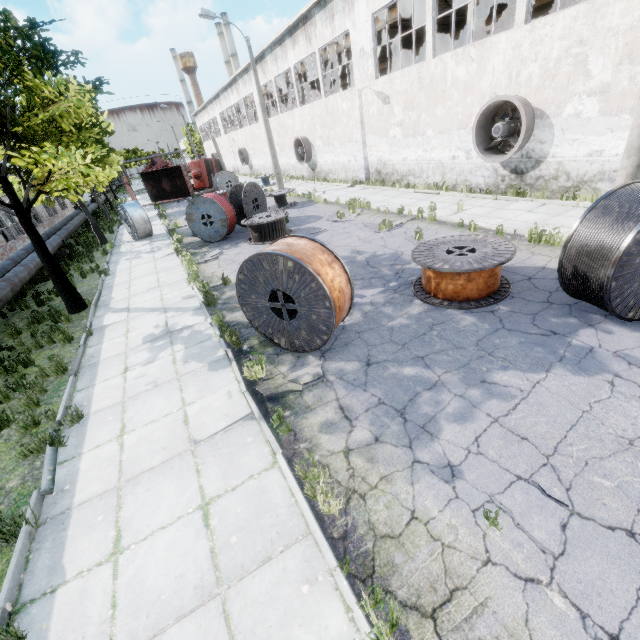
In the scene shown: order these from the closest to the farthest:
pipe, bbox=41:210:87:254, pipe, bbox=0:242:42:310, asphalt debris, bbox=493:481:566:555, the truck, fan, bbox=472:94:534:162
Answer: →
1. asphalt debris, bbox=493:481:566:555
2. pipe, bbox=0:242:42:310
3. fan, bbox=472:94:534:162
4. pipe, bbox=41:210:87:254
5. the truck

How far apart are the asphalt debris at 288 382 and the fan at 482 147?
11.45m

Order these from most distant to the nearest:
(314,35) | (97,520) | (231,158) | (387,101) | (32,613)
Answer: (231,158), (314,35), (387,101), (97,520), (32,613)

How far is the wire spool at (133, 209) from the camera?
17.6m

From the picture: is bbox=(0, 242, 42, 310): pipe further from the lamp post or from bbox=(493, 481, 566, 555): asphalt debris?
the lamp post

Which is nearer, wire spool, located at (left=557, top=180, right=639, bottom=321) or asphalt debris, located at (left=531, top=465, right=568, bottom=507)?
asphalt debris, located at (left=531, top=465, right=568, bottom=507)

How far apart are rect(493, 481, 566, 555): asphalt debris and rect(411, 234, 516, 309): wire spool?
3.6m

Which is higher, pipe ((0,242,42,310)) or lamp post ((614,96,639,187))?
lamp post ((614,96,639,187))
